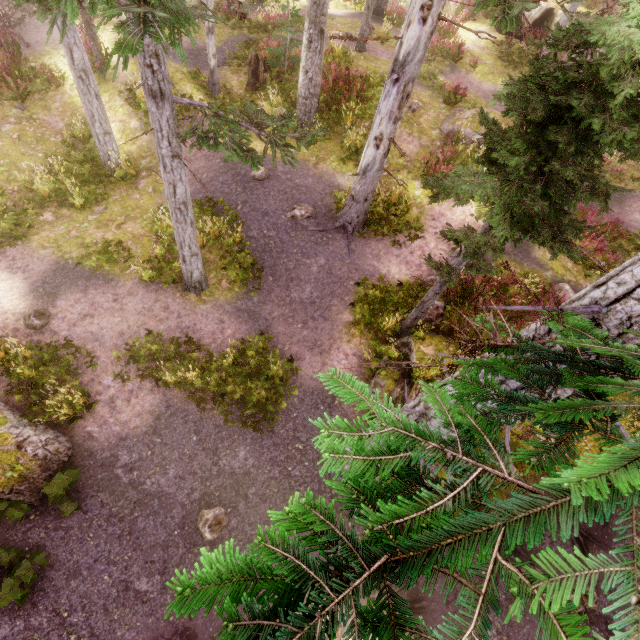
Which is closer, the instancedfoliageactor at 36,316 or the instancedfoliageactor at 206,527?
the instancedfoliageactor at 206,527

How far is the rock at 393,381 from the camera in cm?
787

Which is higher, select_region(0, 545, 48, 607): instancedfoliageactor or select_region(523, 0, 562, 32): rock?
select_region(523, 0, 562, 32): rock

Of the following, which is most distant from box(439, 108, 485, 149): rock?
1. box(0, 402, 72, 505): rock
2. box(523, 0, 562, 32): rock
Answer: box(0, 402, 72, 505): rock

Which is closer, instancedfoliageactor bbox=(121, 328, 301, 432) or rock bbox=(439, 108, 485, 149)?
instancedfoliageactor bbox=(121, 328, 301, 432)

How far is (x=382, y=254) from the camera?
10.5m

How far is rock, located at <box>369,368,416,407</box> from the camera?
7.87m

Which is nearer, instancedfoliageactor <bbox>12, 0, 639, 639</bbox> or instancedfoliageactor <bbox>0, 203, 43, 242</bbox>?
instancedfoliageactor <bbox>12, 0, 639, 639</bbox>
